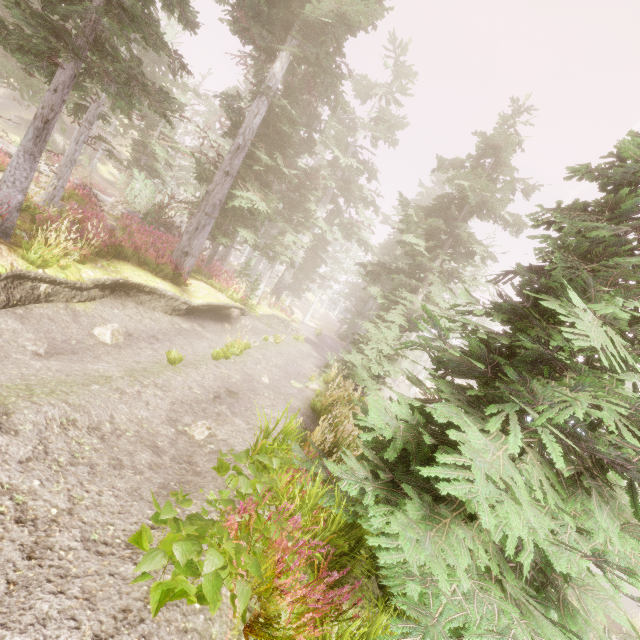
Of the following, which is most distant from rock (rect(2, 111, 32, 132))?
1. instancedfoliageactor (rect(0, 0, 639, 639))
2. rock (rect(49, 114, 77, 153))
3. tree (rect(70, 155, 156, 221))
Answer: tree (rect(70, 155, 156, 221))

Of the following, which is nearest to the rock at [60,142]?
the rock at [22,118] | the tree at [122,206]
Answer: the rock at [22,118]

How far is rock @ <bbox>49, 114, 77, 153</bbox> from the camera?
34.1 meters

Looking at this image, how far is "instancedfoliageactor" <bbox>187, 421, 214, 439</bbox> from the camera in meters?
5.8 m

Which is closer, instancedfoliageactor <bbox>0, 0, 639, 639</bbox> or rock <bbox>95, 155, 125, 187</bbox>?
instancedfoliageactor <bbox>0, 0, 639, 639</bbox>

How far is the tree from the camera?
15.1 meters

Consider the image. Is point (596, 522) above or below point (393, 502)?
above
